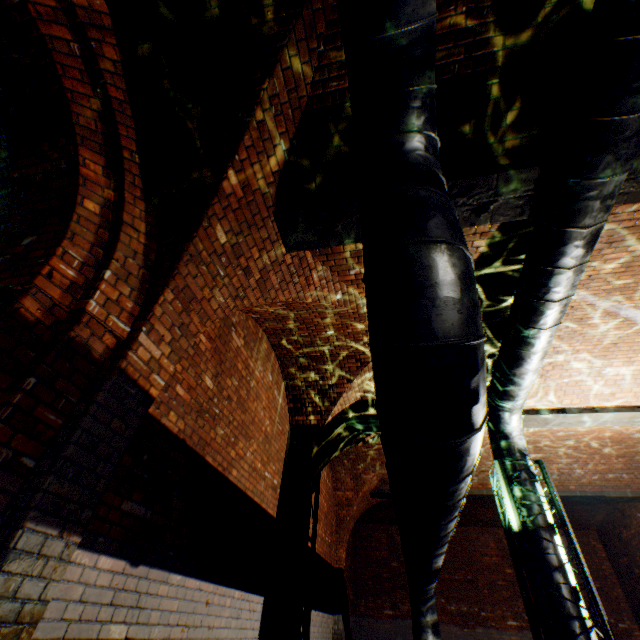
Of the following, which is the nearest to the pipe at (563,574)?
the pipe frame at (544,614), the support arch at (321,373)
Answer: the pipe frame at (544,614)

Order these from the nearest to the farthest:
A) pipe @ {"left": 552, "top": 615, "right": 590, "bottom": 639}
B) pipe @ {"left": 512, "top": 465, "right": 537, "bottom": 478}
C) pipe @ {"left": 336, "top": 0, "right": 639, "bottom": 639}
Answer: pipe @ {"left": 336, "top": 0, "right": 639, "bottom": 639} < pipe @ {"left": 552, "top": 615, "right": 590, "bottom": 639} < pipe @ {"left": 512, "top": 465, "right": 537, "bottom": 478}

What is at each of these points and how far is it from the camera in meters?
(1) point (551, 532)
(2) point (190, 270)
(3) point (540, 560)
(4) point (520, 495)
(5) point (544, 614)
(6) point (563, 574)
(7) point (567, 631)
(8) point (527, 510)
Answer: (1) pipe, 4.9
(2) support arch, 3.1
(3) pipe, 4.7
(4) pipe, 5.3
(5) pipe frame, 4.2
(6) pipe, 4.5
(7) pipe, 4.2
(8) pipe, 5.1

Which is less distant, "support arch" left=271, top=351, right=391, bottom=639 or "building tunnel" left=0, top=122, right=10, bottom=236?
"building tunnel" left=0, top=122, right=10, bottom=236

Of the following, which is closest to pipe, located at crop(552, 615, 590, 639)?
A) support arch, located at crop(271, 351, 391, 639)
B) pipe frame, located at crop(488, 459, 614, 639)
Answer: pipe frame, located at crop(488, 459, 614, 639)

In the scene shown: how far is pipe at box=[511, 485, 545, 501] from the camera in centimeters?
521cm

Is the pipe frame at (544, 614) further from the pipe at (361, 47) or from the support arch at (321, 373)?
the support arch at (321, 373)
